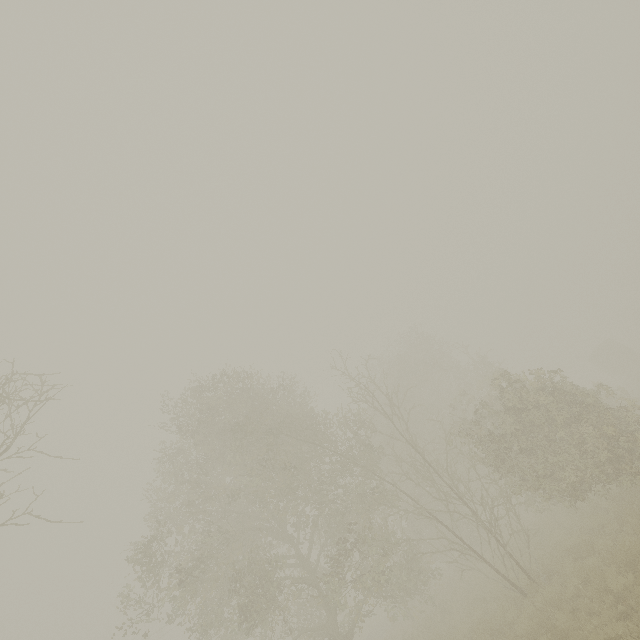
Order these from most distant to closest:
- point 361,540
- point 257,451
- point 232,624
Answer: point 361,540
point 232,624
point 257,451

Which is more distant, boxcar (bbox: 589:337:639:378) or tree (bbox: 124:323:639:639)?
boxcar (bbox: 589:337:639:378)

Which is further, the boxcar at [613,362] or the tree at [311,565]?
the boxcar at [613,362]
